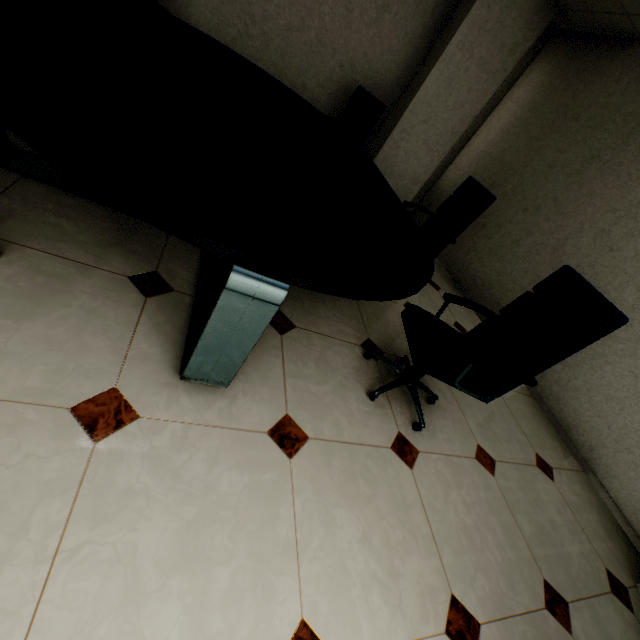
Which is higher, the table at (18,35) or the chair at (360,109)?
the chair at (360,109)

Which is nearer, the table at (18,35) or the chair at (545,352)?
the table at (18,35)

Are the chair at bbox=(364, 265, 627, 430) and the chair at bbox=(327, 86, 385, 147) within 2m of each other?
no

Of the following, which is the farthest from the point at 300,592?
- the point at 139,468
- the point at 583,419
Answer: the point at 583,419

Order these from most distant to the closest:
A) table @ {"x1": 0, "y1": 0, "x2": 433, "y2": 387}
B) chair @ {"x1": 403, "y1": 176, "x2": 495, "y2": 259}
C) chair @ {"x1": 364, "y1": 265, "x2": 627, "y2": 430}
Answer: chair @ {"x1": 403, "y1": 176, "x2": 495, "y2": 259}
chair @ {"x1": 364, "y1": 265, "x2": 627, "y2": 430}
table @ {"x1": 0, "y1": 0, "x2": 433, "y2": 387}

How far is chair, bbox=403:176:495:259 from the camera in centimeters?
290cm

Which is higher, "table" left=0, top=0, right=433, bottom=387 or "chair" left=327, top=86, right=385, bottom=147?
"chair" left=327, top=86, right=385, bottom=147

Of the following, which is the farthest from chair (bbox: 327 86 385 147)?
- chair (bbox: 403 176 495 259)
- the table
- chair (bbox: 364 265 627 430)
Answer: chair (bbox: 364 265 627 430)
